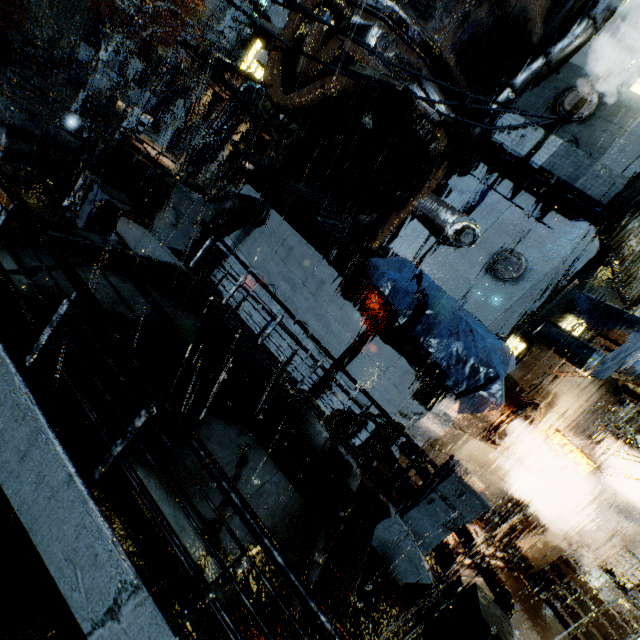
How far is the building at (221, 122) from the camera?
21.72m

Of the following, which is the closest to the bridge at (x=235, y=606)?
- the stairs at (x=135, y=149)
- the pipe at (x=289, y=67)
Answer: the pipe at (x=289, y=67)

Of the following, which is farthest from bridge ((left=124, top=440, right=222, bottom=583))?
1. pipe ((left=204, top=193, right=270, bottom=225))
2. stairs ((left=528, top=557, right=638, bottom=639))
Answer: stairs ((left=528, top=557, right=638, bottom=639))

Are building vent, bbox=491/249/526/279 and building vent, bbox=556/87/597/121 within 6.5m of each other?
yes

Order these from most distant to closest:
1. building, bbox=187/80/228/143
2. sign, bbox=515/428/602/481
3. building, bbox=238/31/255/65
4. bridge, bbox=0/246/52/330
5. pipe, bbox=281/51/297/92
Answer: building, bbox=238/31/255/65
building, bbox=187/80/228/143
sign, bbox=515/428/602/481
pipe, bbox=281/51/297/92
bridge, bbox=0/246/52/330

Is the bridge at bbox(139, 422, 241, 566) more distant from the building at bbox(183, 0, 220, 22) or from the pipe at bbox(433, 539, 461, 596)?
the pipe at bbox(433, 539, 461, 596)

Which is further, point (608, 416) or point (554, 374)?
point (608, 416)

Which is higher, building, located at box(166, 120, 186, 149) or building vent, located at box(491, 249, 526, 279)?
building vent, located at box(491, 249, 526, 279)
